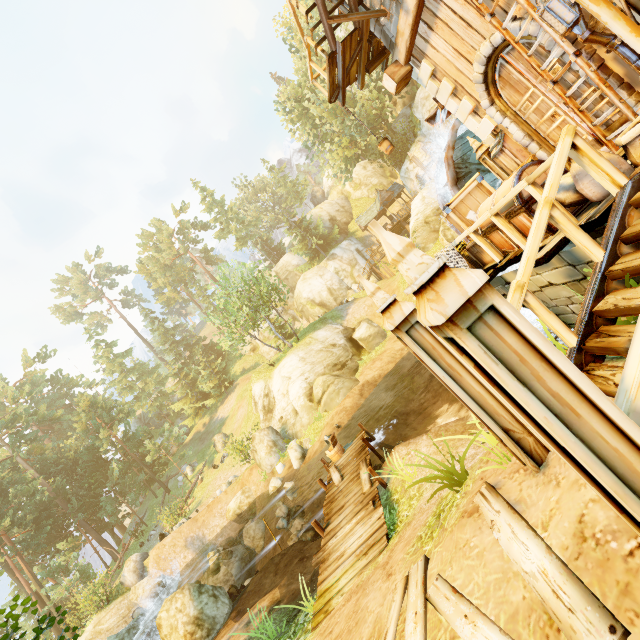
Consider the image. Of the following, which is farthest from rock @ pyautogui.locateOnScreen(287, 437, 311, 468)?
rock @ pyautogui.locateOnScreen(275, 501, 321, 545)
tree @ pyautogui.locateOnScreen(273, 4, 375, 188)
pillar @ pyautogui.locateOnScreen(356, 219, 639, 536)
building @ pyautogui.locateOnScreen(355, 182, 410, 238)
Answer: building @ pyautogui.locateOnScreen(355, 182, 410, 238)

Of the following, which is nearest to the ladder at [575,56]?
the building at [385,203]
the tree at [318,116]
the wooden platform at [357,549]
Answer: the wooden platform at [357,549]

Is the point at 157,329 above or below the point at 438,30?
above

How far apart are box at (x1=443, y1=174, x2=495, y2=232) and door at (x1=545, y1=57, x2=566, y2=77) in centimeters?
231cm

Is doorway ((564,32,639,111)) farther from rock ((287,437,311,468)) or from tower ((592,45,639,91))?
rock ((287,437,311,468))

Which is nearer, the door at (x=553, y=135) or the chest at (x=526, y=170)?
the chest at (x=526, y=170)

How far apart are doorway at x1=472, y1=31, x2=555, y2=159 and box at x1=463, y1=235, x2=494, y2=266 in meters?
2.1 m

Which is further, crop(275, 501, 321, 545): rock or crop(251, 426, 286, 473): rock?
crop(251, 426, 286, 473): rock
